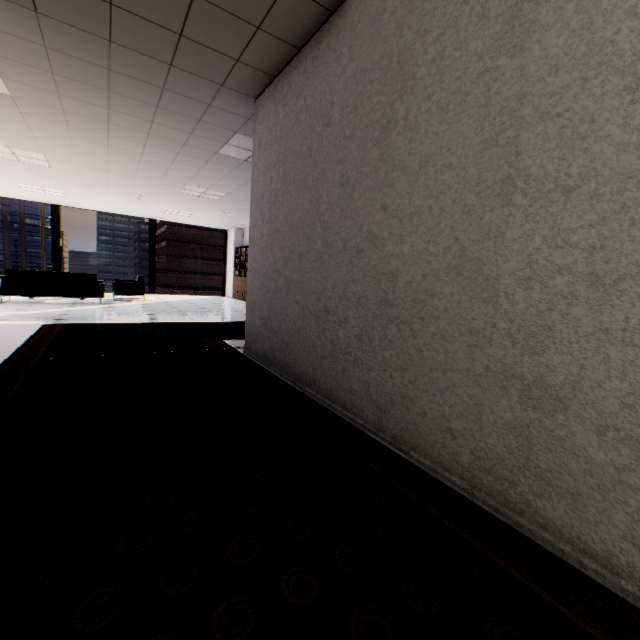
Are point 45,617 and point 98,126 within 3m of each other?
no

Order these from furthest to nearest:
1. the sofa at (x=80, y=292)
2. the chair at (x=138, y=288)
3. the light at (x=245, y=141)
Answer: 1. the chair at (x=138, y=288)
2. the sofa at (x=80, y=292)
3. the light at (x=245, y=141)

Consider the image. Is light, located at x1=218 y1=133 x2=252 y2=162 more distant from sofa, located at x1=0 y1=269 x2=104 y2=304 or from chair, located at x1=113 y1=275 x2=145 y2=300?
chair, located at x1=113 y1=275 x2=145 y2=300

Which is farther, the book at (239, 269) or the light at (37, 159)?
the book at (239, 269)

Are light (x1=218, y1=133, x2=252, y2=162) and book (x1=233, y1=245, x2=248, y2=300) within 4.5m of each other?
no

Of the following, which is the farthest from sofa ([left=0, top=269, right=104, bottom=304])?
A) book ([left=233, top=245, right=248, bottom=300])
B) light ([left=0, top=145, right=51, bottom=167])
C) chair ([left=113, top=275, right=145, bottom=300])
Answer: book ([left=233, top=245, right=248, bottom=300])

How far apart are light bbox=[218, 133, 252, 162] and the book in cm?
664

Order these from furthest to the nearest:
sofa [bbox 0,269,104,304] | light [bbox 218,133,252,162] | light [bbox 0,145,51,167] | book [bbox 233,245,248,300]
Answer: book [bbox 233,245,248,300] → sofa [bbox 0,269,104,304] → light [bbox 0,145,51,167] → light [bbox 218,133,252,162]
